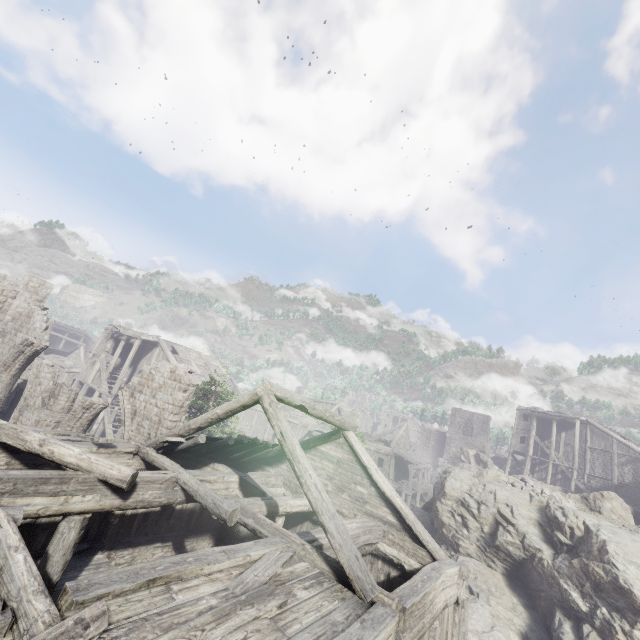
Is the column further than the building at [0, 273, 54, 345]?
No

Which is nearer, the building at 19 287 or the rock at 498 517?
the rock at 498 517

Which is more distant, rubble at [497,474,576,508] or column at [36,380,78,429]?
rubble at [497,474,576,508]

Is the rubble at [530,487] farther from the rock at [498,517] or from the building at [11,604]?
the building at [11,604]

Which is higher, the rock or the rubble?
the rubble

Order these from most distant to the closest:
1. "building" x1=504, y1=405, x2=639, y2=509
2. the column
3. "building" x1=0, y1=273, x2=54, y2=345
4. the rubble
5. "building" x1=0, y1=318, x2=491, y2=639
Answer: "building" x1=504, y1=405, x2=639, y2=509
"building" x1=0, y1=273, x2=54, y2=345
the rubble
the column
"building" x1=0, y1=318, x2=491, y2=639

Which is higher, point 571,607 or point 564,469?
point 564,469

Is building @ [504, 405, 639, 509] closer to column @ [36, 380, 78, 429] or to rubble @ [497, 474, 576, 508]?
column @ [36, 380, 78, 429]
